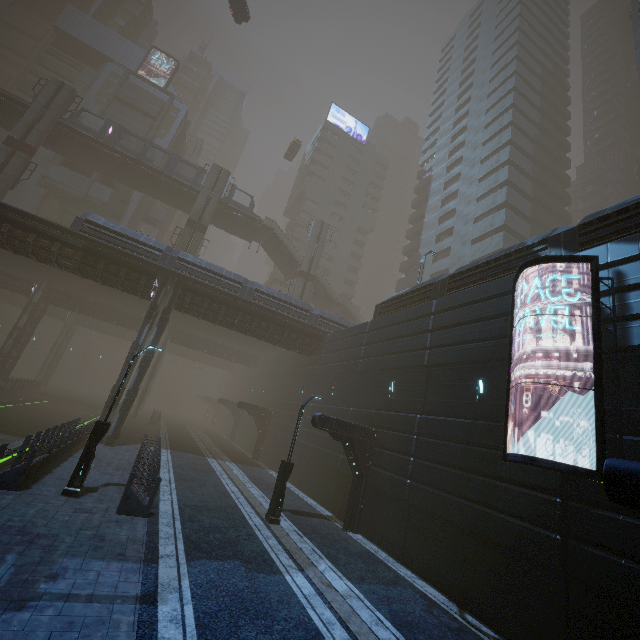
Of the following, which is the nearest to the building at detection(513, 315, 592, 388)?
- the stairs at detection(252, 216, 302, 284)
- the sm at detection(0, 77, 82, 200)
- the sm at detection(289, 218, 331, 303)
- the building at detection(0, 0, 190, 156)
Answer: the building at detection(0, 0, 190, 156)

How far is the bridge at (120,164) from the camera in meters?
34.4 m

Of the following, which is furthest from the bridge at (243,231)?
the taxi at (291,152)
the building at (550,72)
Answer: the taxi at (291,152)

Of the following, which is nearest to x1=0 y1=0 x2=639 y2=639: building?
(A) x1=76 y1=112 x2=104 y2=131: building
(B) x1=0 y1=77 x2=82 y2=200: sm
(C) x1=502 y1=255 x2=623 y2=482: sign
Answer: (C) x1=502 y1=255 x2=623 y2=482: sign

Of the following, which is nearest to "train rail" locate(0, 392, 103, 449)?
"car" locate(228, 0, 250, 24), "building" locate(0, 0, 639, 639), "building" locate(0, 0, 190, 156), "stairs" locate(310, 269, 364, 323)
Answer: "building" locate(0, 0, 639, 639)

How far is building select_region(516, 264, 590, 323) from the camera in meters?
10.4 m

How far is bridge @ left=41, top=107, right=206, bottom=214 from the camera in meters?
34.4

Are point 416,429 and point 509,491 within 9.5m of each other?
yes
